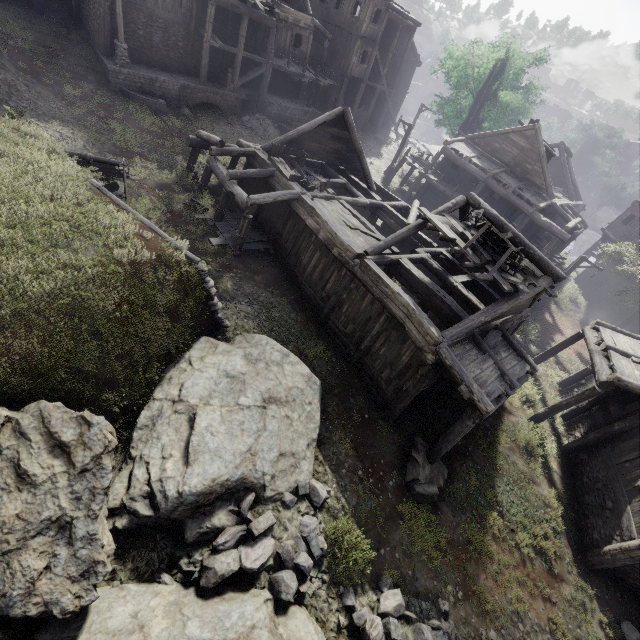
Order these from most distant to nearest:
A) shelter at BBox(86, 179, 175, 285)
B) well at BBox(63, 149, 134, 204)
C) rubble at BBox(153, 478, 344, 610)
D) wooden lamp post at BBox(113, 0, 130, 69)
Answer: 1. wooden lamp post at BBox(113, 0, 130, 69)
2. well at BBox(63, 149, 134, 204)
3. shelter at BBox(86, 179, 175, 285)
4. rubble at BBox(153, 478, 344, 610)

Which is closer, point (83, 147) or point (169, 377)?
point (169, 377)

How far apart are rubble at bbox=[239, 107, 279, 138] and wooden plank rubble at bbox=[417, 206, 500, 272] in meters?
16.7

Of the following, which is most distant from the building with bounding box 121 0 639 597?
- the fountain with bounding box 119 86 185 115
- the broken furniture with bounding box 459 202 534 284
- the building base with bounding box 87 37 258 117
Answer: the fountain with bounding box 119 86 185 115

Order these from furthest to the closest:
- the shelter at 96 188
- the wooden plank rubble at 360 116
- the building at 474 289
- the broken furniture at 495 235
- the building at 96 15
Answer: the wooden plank rubble at 360 116 → the building at 96 15 → the building at 474 289 → the broken furniture at 495 235 → the shelter at 96 188

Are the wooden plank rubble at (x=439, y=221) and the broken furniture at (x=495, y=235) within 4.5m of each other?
yes

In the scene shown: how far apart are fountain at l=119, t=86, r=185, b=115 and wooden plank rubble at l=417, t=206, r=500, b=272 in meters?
16.8

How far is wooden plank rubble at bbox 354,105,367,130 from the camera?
32.72m
